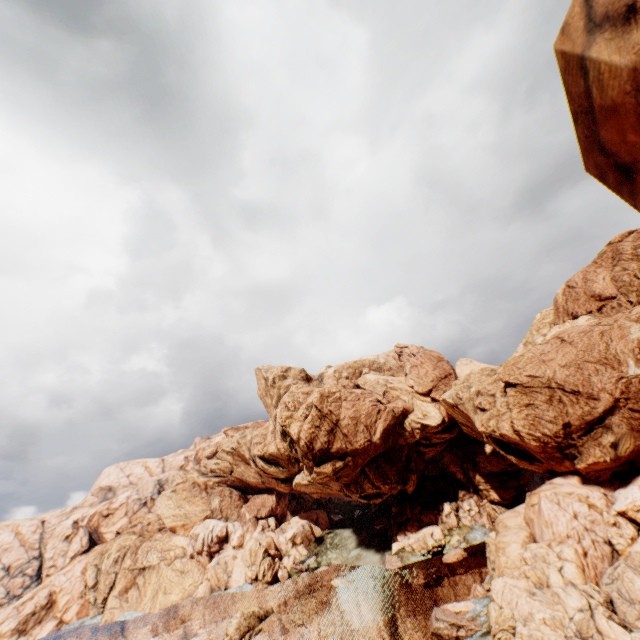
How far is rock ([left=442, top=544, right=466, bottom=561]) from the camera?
54.1 meters

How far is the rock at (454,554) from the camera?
54.1 meters

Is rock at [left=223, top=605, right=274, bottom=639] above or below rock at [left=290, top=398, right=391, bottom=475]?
below

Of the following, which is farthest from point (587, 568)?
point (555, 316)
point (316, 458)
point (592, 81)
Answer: point (592, 81)

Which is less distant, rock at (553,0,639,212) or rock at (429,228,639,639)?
rock at (553,0,639,212)

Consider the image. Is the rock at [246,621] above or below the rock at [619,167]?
below
